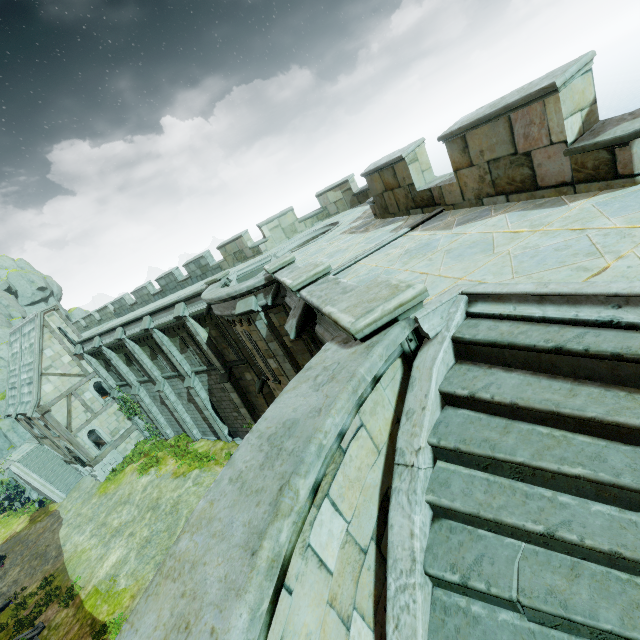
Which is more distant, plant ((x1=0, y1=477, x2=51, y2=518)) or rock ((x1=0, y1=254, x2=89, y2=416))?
rock ((x1=0, y1=254, x2=89, y2=416))

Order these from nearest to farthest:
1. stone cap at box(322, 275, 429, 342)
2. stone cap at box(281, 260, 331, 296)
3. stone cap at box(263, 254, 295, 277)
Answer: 1. stone cap at box(322, 275, 429, 342)
2. stone cap at box(281, 260, 331, 296)
3. stone cap at box(263, 254, 295, 277)

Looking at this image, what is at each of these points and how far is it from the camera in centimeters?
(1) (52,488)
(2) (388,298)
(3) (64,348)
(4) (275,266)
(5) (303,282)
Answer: (1) stair, 2661cm
(2) stone cap, 332cm
(3) building, 2519cm
(4) stone cap, 934cm
(5) stone cap, 618cm

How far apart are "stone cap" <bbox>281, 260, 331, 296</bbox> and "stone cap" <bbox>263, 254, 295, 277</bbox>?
2.4 meters

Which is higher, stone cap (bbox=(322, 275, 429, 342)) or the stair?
stone cap (bbox=(322, 275, 429, 342))

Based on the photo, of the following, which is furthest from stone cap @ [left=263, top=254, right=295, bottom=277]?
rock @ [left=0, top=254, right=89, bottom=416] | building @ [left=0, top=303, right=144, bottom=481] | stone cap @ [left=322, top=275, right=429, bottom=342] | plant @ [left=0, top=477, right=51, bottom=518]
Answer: rock @ [left=0, top=254, right=89, bottom=416]

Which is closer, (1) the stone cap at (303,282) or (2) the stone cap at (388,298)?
(2) the stone cap at (388,298)

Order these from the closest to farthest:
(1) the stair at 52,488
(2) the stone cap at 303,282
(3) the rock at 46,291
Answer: (2) the stone cap at 303,282, (1) the stair at 52,488, (3) the rock at 46,291
